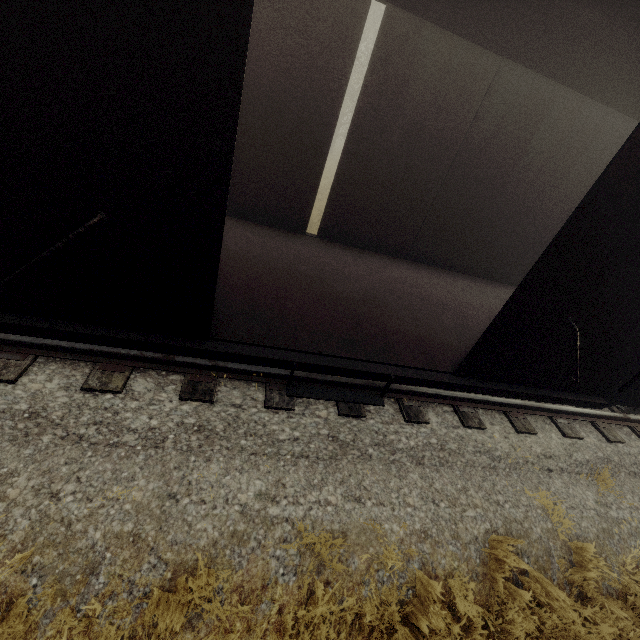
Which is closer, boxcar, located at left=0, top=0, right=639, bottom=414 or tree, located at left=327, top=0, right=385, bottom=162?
boxcar, located at left=0, top=0, right=639, bottom=414

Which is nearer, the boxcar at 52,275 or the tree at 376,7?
the boxcar at 52,275

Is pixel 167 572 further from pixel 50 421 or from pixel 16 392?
pixel 16 392
